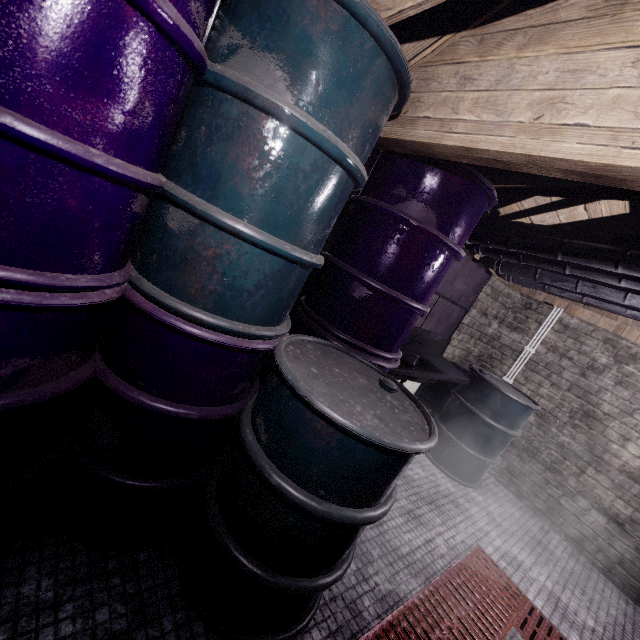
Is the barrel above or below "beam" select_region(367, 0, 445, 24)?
below

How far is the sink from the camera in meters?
2.8 m

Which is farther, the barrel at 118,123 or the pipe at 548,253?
the pipe at 548,253

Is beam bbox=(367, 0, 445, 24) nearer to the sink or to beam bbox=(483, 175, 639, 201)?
beam bbox=(483, 175, 639, 201)

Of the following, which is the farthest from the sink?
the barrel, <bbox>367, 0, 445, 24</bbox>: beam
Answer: <bbox>367, 0, 445, 24</bbox>: beam

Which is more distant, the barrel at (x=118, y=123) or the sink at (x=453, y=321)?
the sink at (x=453, y=321)

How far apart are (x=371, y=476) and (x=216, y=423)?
0.6m

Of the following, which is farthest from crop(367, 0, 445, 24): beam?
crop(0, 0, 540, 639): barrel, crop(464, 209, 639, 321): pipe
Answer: crop(464, 209, 639, 321): pipe
